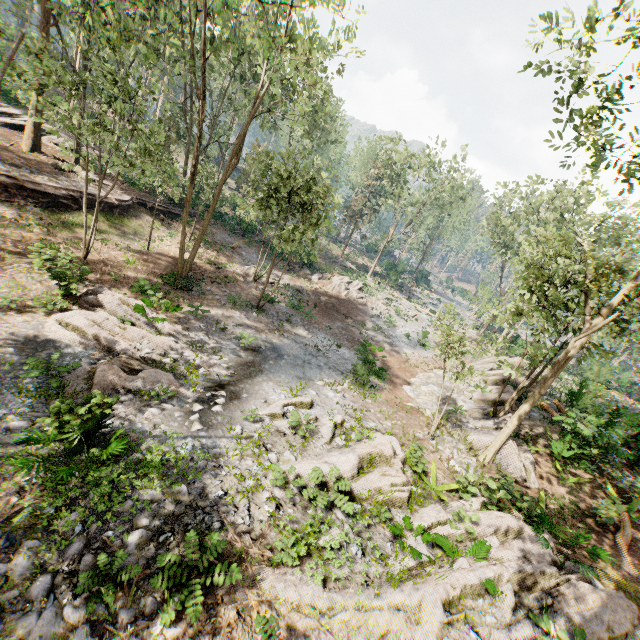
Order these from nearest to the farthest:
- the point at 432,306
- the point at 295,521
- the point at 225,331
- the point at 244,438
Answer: the point at 295,521 → the point at 244,438 → the point at 225,331 → the point at 432,306

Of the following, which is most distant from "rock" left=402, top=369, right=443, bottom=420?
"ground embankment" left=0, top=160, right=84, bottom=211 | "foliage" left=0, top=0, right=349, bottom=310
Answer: "ground embankment" left=0, top=160, right=84, bottom=211

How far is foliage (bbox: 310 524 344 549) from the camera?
7.5m

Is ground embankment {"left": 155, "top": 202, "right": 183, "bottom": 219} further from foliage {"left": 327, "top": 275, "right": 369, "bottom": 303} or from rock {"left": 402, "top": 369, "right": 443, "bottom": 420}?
rock {"left": 402, "top": 369, "right": 443, "bottom": 420}

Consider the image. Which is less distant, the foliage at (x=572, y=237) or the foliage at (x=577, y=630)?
the foliage at (x=577, y=630)

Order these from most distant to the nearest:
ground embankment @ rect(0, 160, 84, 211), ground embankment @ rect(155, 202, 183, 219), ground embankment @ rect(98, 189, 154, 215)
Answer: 1. ground embankment @ rect(155, 202, 183, 219)
2. ground embankment @ rect(98, 189, 154, 215)
3. ground embankment @ rect(0, 160, 84, 211)

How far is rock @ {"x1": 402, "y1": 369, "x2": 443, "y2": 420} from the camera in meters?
17.5
